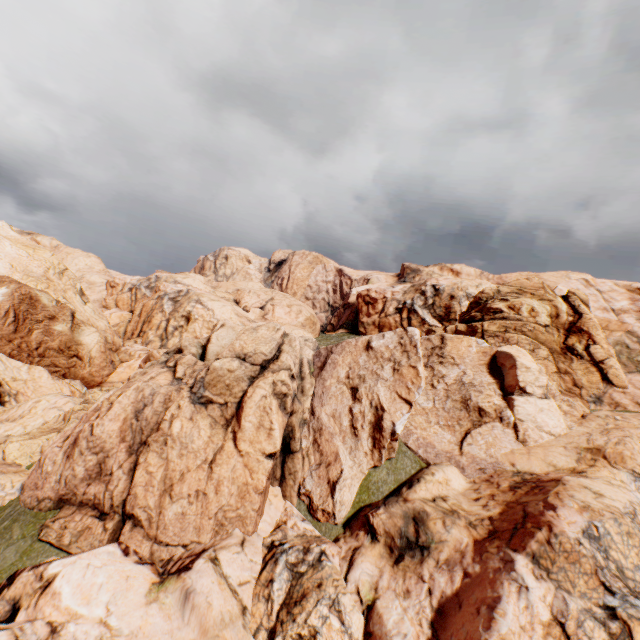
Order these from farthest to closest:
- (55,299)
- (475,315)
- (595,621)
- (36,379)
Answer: (55,299) → (36,379) → (475,315) → (595,621)
